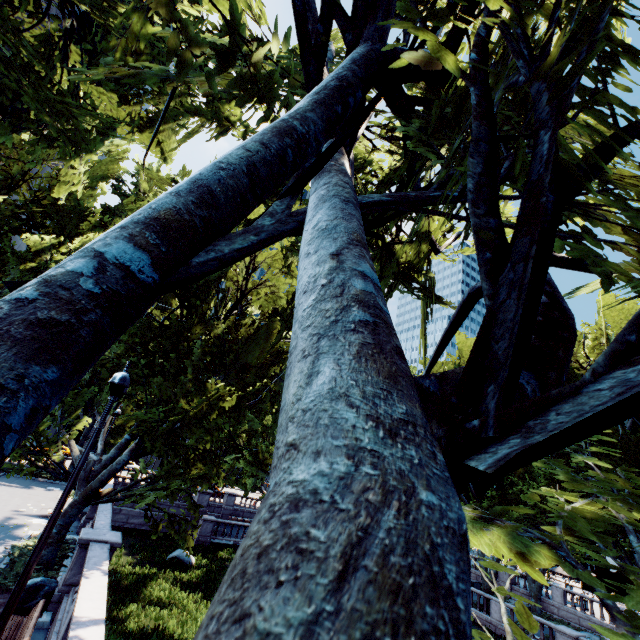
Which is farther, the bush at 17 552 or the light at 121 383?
the bush at 17 552

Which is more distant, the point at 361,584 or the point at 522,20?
the point at 522,20

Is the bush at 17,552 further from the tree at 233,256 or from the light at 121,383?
the light at 121,383

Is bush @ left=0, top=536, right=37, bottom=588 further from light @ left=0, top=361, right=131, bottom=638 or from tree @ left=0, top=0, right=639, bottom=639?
light @ left=0, top=361, right=131, bottom=638

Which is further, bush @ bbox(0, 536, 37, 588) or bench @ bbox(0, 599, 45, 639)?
bush @ bbox(0, 536, 37, 588)

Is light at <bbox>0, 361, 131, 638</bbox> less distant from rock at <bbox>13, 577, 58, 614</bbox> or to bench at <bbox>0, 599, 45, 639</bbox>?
bench at <bbox>0, 599, 45, 639</bbox>

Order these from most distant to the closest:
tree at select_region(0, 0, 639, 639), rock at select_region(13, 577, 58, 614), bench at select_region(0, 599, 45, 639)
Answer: rock at select_region(13, 577, 58, 614)
bench at select_region(0, 599, 45, 639)
tree at select_region(0, 0, 639, 639)
